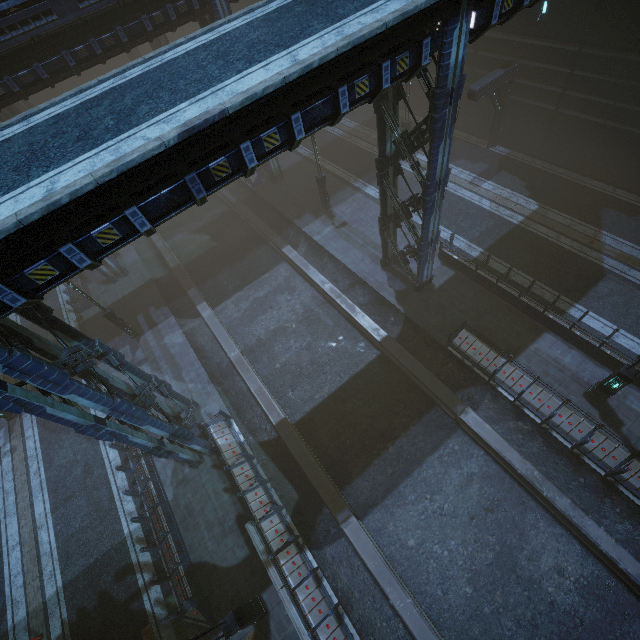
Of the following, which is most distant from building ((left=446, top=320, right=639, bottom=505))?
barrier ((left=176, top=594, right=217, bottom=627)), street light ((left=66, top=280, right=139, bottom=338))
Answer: street light ((left=66, top=280, right=139, bottom=338))

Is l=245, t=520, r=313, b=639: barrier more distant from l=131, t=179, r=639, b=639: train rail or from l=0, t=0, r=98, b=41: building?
l=131, t=179, r=639, b=639: train rail

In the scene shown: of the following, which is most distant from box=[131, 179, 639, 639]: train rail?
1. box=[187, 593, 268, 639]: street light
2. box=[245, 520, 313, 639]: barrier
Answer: box=[187, 593, 268, 639]: street light

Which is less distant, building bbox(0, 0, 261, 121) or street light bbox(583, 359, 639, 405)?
street light bbox(583, 359, 639, 405)

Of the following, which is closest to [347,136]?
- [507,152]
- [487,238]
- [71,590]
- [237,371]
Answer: [507,152]

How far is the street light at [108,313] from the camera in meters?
16.0 m

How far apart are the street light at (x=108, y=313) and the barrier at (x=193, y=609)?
13.5 meters

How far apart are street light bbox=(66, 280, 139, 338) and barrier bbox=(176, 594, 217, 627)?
13.5m
